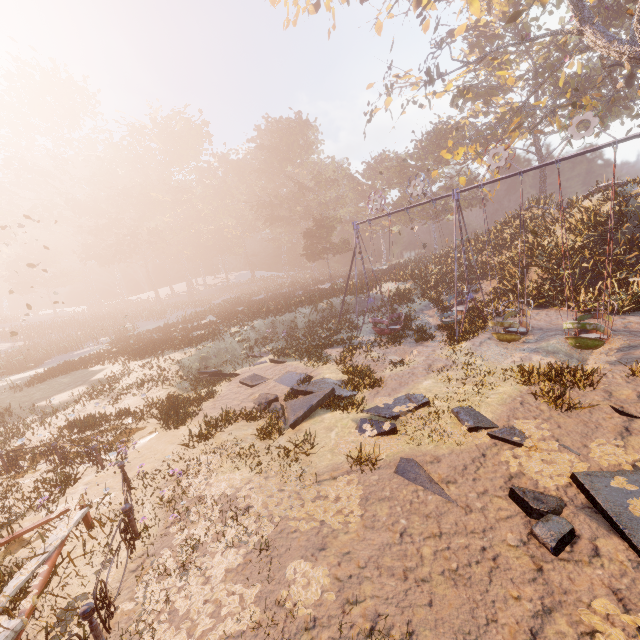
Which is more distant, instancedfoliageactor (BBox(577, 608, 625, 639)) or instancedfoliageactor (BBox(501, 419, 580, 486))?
instancedfoliageactor (BBox(501, 419, 580, 486))

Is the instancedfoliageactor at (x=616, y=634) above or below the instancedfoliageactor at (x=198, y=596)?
below

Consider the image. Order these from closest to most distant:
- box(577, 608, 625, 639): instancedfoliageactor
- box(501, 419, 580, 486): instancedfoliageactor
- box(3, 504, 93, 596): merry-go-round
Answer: box(577, 608, 625, 639): instancedfoliageactor < box(3, 504, 93, 596): merry-go-round < box(501, 419, 580, 486): instancedfoliageactor

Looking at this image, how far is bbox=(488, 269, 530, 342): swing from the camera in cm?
1188

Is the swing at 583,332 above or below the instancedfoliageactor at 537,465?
above

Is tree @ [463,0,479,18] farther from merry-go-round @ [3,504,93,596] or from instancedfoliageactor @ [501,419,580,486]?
merry-go-round @ [3,504,93,596]

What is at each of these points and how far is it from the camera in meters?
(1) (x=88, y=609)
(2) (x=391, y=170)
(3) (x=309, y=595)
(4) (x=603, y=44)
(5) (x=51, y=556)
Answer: (1) merry-go-round, 4.1 m
(2) instancedfoliageactor, 50.4 m
(3) instancedfoliageactor, 4.4 m
(4) tree, 16.3 m
(5) merry-go-round, 5.2 m

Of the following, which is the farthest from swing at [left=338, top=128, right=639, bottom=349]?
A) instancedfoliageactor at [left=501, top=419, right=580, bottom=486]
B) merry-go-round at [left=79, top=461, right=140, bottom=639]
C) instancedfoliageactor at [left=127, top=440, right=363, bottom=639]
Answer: merry-go-round at [left=79, top=461, right=140, bottom=639]
